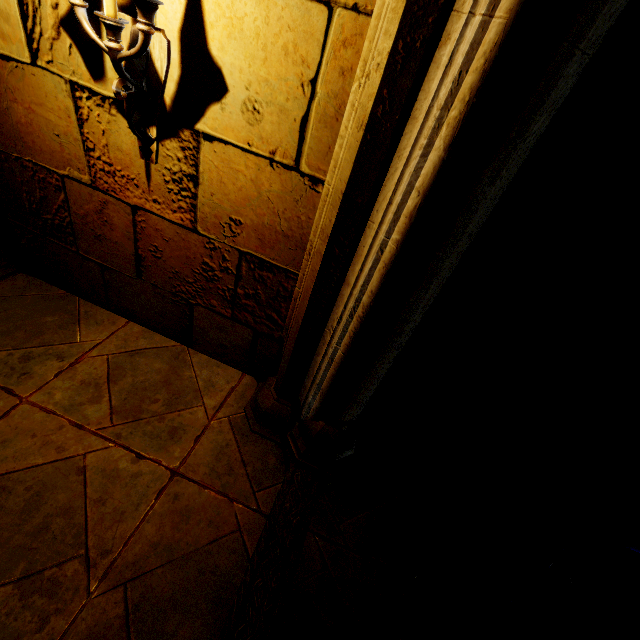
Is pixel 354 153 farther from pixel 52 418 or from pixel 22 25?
pixel 52 418

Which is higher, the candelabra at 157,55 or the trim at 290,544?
the candelabra at 157,55

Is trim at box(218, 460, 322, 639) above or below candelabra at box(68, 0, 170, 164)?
below
